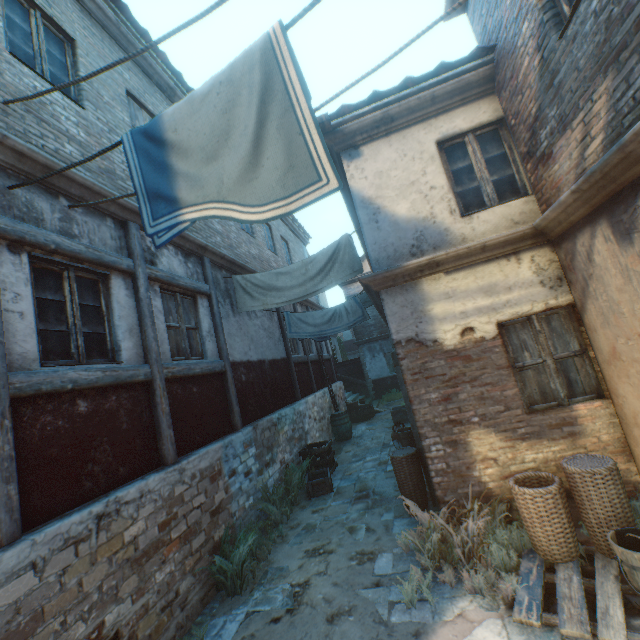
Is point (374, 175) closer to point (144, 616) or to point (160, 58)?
point (160, 58)

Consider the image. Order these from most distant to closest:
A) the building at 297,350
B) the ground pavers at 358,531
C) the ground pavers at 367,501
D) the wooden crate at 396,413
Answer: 1. the wooden crate at 396,413
2. the building at 297,350
3. the ground pavers at 367,501
4. the ground pavers at 358,531

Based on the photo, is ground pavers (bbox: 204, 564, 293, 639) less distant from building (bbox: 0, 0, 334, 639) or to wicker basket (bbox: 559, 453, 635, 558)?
building (bbox: 0, 0, 334, 639)

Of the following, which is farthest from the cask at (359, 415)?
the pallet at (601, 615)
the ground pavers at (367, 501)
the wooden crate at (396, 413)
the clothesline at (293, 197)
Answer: the clothesline at (293, 197)

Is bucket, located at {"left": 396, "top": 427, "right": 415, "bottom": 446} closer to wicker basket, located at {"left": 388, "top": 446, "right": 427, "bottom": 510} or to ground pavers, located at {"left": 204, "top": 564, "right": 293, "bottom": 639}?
ground pavers, located at {"left": 204, "top": 564, "right": 293, "bottom": 639}

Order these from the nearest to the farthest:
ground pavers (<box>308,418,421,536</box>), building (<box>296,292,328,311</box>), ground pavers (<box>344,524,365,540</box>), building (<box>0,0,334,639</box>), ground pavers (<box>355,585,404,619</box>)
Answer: building (<box>0,0,334,639</box>) → ground pavers (<box>355,585,404,619</box>) → ground pavers (<box>344,524,365,540</box>) → ground pavers (<box>308,418,421,536</box>) → building (<box>296,292,328,311</box>)

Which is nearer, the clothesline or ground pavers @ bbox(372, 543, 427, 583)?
the clothesline

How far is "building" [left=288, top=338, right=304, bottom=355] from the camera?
11.5m
